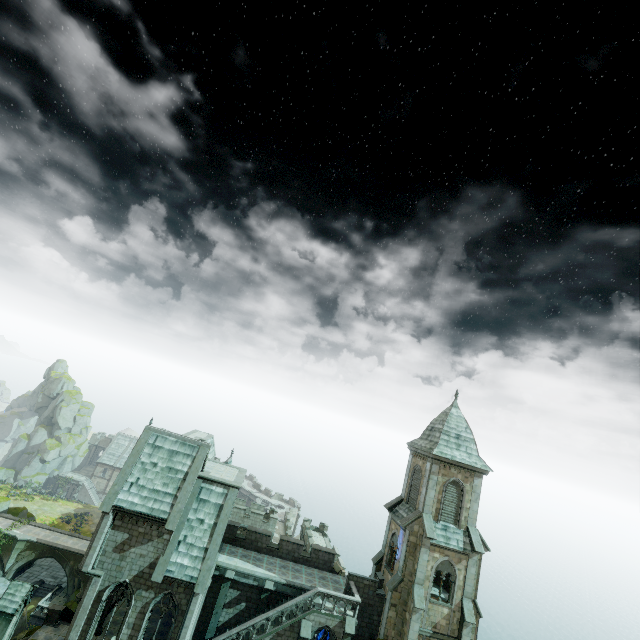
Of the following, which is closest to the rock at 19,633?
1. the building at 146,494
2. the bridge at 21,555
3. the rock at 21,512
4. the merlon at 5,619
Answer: the building at 146,494

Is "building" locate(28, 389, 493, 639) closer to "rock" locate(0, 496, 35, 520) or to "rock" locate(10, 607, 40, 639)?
"rock" locate(10, 607, 40, 639)

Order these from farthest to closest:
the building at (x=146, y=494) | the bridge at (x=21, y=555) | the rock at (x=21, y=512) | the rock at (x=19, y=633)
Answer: the rock at (x=21, y=512) < the bridge at (x=21, y=555) < the rock at (x=19, y=633) < the building at (x=146, y=494)

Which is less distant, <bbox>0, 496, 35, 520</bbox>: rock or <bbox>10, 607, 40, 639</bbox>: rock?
<bbox>10, 607, 40, 639</bbox>: rock

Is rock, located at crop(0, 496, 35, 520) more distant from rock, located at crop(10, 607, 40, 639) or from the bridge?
rock, located at crop(10, 607, 40, 639)

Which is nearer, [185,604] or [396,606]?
[185,604]

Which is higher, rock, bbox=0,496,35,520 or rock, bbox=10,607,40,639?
rock, bbox=10,607,40,639

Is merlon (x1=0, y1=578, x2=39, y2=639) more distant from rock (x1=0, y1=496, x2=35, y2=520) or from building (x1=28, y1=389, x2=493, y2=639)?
rock (x1=0, y1=496, x2=35, y2=520)
